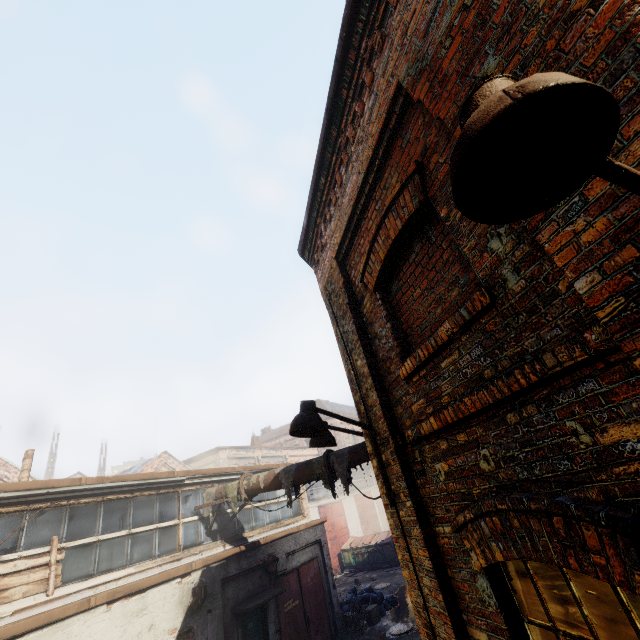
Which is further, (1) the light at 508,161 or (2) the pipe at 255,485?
(2) the pipe at 255,485

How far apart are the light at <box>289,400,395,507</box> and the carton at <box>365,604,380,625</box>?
13.3m

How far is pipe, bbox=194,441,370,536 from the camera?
8.2m

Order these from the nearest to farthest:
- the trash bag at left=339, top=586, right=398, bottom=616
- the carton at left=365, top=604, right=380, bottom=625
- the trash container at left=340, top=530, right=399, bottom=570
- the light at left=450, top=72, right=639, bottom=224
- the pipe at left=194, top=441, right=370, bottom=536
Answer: the light at left=450, top=72, right=639, bottom=224
the pipe at left=194, top=441, right=370, bottom=536
the carton at left=365, top=604, right=380, bottom=625
the trash bag at left=339, top=586, right=398, bottom=616
the trash container at left=340, top=530, right=399, bottom=570

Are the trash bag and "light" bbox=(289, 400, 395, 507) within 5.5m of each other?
no

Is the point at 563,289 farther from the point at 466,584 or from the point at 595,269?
the point at 466,584

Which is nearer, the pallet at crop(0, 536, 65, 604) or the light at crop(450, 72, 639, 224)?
the light at crop(450, 72, 639, 224)

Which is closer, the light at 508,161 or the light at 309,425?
the light at 508,161
